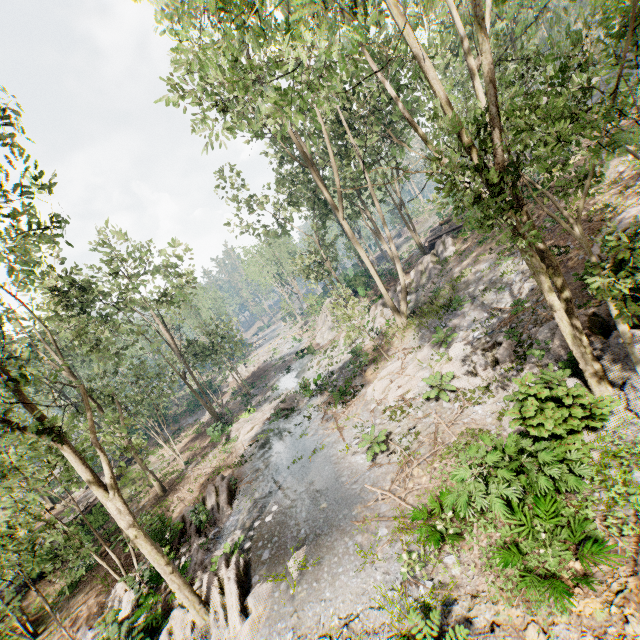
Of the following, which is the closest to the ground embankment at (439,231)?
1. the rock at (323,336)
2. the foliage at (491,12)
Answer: the foliage at (491,12)

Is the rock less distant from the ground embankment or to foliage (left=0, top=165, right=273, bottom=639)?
foliage (left=0, top=165, right=273, bottom=639)

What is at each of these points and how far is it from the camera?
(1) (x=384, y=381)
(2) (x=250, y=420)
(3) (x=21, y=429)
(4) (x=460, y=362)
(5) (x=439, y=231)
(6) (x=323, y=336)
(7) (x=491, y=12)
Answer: (1) foliage, 17.8m
(2) foliage, 26.9m
(3) foliage, 8.4m
(4) foliage, 14.8m
(5) ground embankment, 35.8m
(6) rock, 41.6m
(7) foliage, 47.5m

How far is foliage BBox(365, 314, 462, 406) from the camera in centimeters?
1614cm

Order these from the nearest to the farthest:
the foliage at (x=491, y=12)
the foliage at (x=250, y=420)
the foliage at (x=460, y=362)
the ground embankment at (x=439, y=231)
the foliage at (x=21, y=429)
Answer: the foliage at (x=491, y=12)
the foliage at (x=21, y=429)
the foliage at (x=460, y=362)
the foliage at (x=250, y=420)
the ground embankment at (x=439, y=231)
